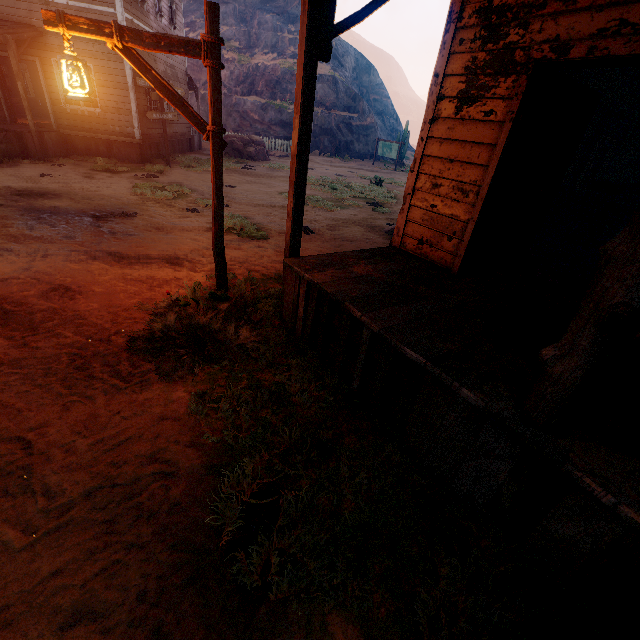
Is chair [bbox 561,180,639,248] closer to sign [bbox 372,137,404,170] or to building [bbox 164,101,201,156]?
building [bbox 164,101,201,156]

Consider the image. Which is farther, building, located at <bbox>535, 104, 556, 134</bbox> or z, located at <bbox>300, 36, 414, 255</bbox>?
z, located at <bbox>300, 36, 414, 255</bbox>

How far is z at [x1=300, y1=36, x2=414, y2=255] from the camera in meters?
9.1 m

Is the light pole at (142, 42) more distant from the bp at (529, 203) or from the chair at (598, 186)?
the chair at (598, 186)

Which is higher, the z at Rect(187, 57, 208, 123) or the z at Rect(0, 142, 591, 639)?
the z at Rect(187, 57, 208, 123)

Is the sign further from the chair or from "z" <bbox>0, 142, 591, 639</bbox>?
the chair

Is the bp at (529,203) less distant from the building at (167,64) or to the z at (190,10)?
the building at (167,64)

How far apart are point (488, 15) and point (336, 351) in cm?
387
